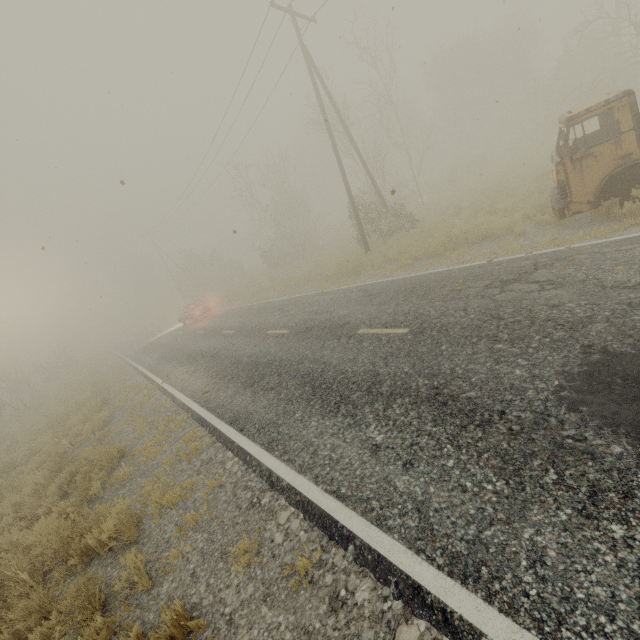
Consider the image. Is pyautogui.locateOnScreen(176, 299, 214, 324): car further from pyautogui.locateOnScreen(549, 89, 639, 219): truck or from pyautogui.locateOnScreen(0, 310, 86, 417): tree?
pyautogui.locateOnScreen(549, 89, 639, 219): truck

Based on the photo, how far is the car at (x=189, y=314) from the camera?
24.3 meters

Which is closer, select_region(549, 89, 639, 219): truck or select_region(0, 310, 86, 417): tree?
select_region(549, 89, 639, 219): truck

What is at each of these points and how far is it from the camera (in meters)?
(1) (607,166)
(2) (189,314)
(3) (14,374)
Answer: (1) truck, 7.28
(2) car, 24.89
(3) tree, 44.53

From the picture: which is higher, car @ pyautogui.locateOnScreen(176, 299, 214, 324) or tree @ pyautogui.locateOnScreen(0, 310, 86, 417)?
tree @ pyautogui.locateOnScreen(0, 310, 86, 417)

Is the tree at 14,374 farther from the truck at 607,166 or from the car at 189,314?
the truck at 607,166
